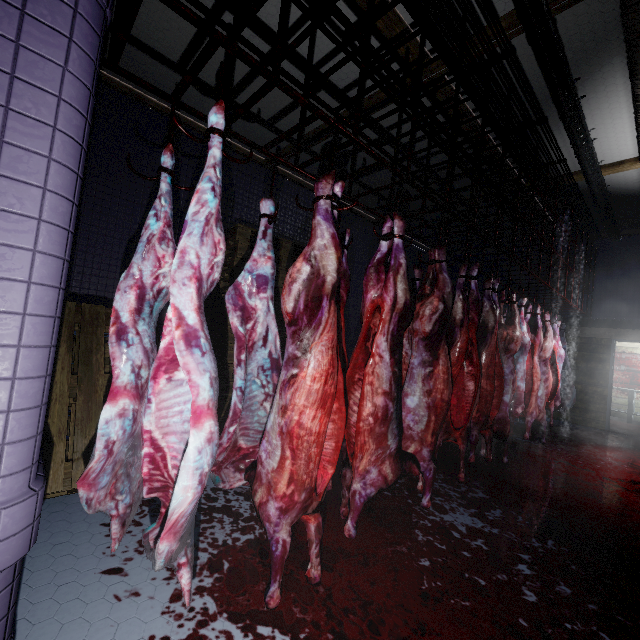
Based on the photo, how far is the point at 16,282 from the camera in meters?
0.9

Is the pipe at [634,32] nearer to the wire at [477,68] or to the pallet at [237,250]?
the wire at [477,68]

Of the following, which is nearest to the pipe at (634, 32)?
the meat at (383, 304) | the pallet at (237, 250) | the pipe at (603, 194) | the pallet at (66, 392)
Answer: the pipe at (603, 194)

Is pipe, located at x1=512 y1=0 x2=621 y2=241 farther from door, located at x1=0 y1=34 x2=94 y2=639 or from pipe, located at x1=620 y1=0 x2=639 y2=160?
door, located at x1=0 y1=34 x2=94 y2=639

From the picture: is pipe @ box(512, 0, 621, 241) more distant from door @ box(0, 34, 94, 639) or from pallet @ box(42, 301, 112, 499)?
pallet @ box(42, 301, 112, 499)

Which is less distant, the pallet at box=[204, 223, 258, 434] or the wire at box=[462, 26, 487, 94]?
the wire at box=[462, 26, 487, 94]

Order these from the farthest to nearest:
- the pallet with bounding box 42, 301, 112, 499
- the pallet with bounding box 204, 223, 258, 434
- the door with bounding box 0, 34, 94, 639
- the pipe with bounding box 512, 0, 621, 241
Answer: the pallet with bounding box 204, 223, 258, 434, the pipe with bounding box 512, 0, 621, 241, the pallet with bounding box 42, 301, 112, 499, the door with bounding box 0, 34, 94, 639

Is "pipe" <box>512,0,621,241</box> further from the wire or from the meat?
the meat
